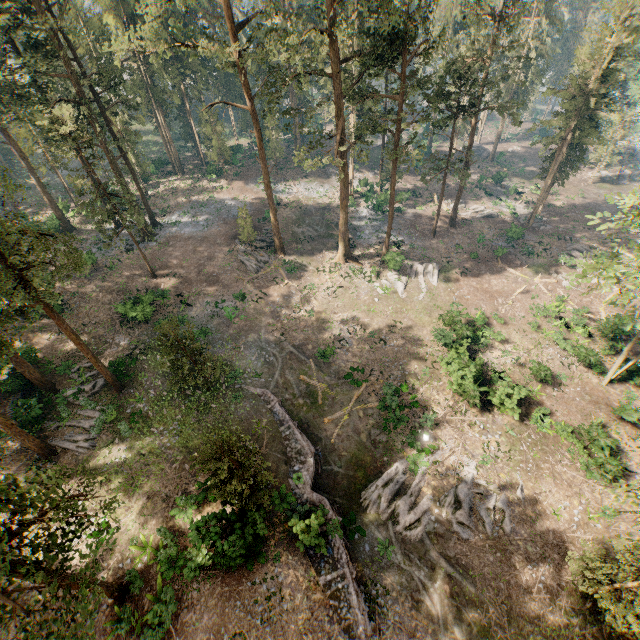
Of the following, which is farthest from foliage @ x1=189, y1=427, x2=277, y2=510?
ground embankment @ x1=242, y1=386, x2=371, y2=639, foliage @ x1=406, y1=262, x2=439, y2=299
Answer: ground embankment @ x1=242, y1=386, x2=371, y2=639

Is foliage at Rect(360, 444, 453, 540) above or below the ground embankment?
below

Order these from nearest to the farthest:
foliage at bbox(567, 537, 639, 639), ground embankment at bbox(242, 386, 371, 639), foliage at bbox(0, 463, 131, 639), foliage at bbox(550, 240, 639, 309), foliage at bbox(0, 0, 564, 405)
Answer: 1. foliage at bbox(0, 463, 131, 639)
2. foliage at bbox(567, 537, 639, 639)
3. ground embankment at bbox(242, 386, 371, 639)
4. foliage at bbox(550, 240, 639, 309)
5. foliage at bbox(0, 0, 564, 405)

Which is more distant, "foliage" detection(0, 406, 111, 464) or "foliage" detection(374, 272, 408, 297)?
"foliage" detection(374, 272, 408, 297)

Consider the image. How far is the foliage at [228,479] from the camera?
14.56m

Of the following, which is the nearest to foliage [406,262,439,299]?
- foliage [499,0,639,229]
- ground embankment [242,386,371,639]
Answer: ground embankment [242,386,371,639]

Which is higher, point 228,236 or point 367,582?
point 228,236

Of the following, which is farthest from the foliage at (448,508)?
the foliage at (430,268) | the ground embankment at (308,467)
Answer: the ground embankment at (308,467)
